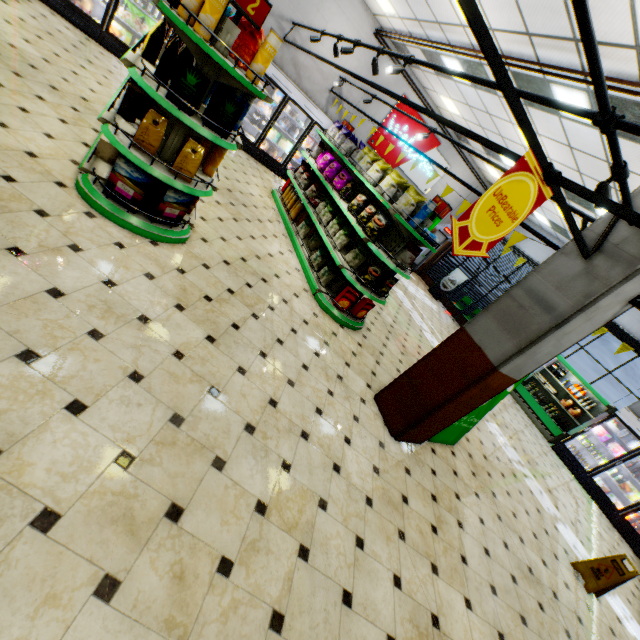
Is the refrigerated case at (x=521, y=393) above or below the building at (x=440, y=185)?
below

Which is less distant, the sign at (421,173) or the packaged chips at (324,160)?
the packaged chips at (324,160)

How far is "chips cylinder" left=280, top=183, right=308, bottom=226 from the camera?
7.30m

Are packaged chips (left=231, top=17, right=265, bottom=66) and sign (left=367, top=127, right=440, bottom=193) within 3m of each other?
no

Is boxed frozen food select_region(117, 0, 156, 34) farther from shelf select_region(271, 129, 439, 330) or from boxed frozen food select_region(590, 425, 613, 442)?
boxed frozen food select_region(590, 425, 613, 442)

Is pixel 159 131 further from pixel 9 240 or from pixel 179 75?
pixel 9 240

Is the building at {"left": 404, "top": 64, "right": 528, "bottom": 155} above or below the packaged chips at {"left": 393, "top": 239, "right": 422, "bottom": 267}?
above

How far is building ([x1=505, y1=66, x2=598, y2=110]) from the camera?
5.0 meters
